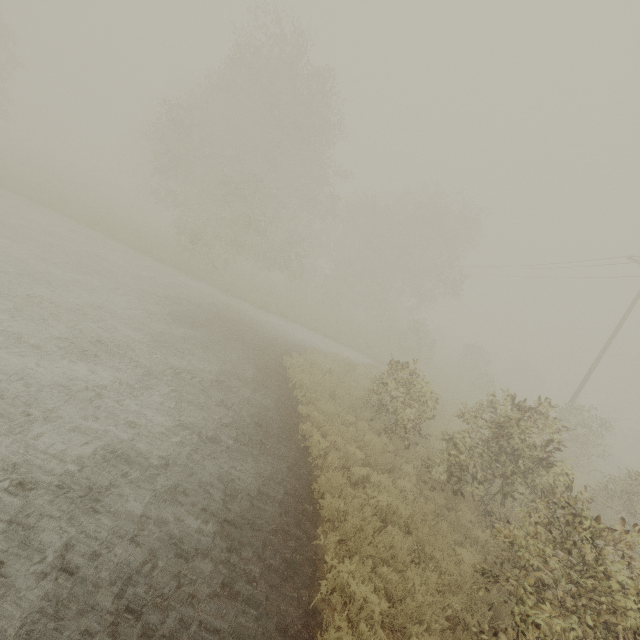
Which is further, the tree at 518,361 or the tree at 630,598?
the tree at 518,361

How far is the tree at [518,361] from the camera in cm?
4767

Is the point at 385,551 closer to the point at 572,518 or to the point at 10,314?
the point at 572,518

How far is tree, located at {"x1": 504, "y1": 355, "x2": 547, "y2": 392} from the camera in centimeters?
4767cm

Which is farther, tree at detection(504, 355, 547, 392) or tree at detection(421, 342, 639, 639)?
tree at detection(504, 355, 547, 392)
